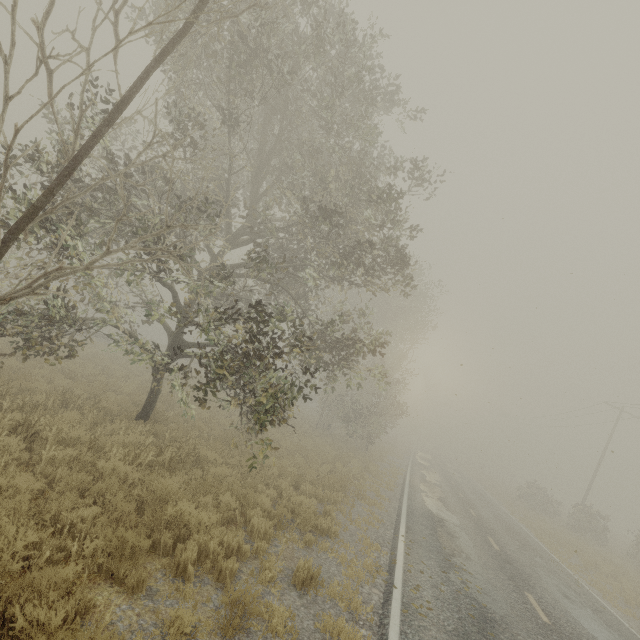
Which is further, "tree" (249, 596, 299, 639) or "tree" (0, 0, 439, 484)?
"tree" (0, 0, 439, 484)

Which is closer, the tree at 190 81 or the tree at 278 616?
the tree at 278 616

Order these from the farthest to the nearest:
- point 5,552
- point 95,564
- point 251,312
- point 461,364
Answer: point 461,364, point 251,312, point 95,564, point 5,552

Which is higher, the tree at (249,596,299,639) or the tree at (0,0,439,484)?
the tree at (0,0,439,484)
